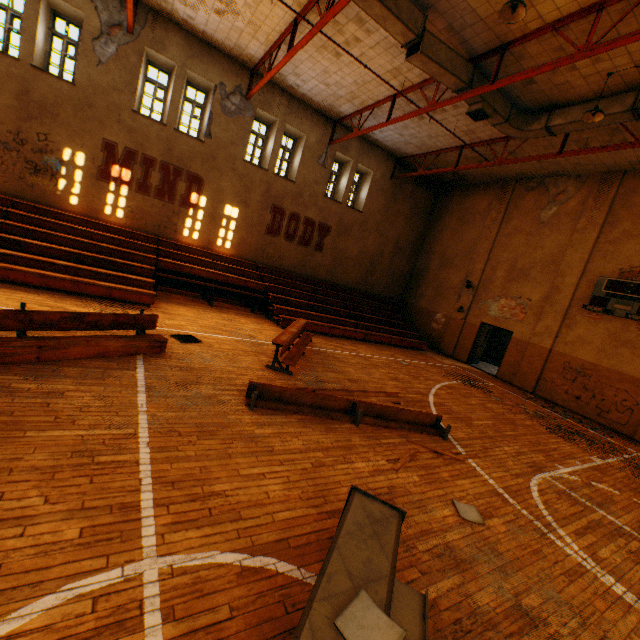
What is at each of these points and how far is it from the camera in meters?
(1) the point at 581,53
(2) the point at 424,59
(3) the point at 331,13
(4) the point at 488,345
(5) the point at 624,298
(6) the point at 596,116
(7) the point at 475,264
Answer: (1) metal beam, 6.4 m
(2) vent duct, 7.9 m
(3) metal beam, 7.2 m
(4) door, 18.1 m
(5) scoreboard, 11.1 m
(6) lamp, 8.1 m
(7) wall pilaster, 16.1 m

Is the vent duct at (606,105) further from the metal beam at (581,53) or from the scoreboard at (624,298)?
the scoreboard at (624,298)

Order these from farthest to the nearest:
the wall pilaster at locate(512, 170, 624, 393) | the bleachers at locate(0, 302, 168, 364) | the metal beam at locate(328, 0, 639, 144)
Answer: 1. the wall pilaster at locate(512, 170, 624, 393)
2. the metal beam at locate(328, 0, 639, 144)
3. the bleachers at locate(0, 302, 168, 364)

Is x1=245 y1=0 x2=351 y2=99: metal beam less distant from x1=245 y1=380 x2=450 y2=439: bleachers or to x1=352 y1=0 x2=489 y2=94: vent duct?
x1=352 y1=0 x2=489 y2=94: vent duct

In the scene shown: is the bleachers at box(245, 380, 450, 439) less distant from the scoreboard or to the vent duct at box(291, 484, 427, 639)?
the vent duct at box(291, 484, 427, 639)

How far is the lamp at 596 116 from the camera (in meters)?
7.85

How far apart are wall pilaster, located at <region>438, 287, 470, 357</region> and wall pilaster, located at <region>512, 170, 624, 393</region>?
3.1 meters

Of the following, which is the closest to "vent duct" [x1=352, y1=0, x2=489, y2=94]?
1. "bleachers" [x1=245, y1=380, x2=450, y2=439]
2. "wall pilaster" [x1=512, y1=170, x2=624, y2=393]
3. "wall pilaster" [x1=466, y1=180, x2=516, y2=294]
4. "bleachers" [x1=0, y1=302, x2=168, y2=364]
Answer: "wall pilaster" [x1=512, y1=170, x2=624, y2=393]
